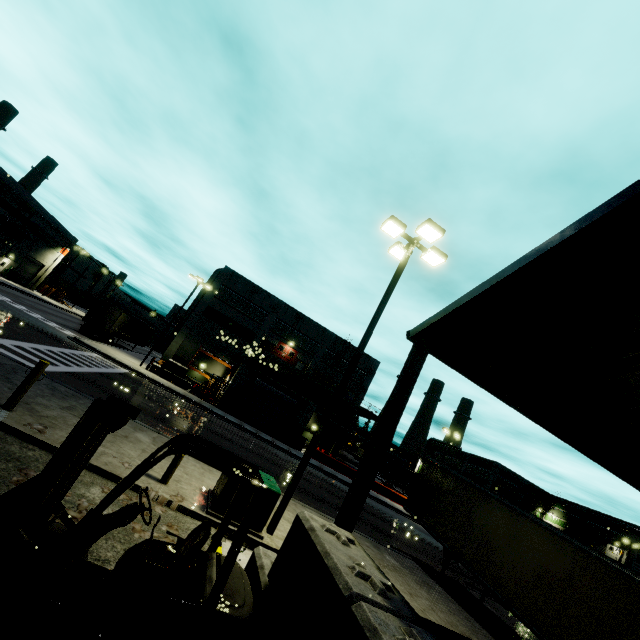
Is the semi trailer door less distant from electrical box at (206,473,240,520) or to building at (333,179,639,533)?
building at (333,179,639,533)

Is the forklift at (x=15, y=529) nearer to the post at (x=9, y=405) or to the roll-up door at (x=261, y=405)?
the roll-up door at (x=261, y=405)

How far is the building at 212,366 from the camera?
38.6m

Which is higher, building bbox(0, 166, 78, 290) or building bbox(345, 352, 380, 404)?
building bbox(345, 352, 380, 404)

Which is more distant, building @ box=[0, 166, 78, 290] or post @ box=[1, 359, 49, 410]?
building @ box=[0, 166, 78, 290]

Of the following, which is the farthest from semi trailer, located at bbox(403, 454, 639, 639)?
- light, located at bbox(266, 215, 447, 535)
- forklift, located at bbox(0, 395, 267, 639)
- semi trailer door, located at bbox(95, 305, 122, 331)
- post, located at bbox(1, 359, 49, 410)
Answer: post, located at bbox(1, 359, 49, 410)

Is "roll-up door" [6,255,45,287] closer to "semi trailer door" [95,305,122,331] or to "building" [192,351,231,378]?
"building" [192,351,231,378]

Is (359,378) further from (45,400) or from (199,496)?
(45,400)
